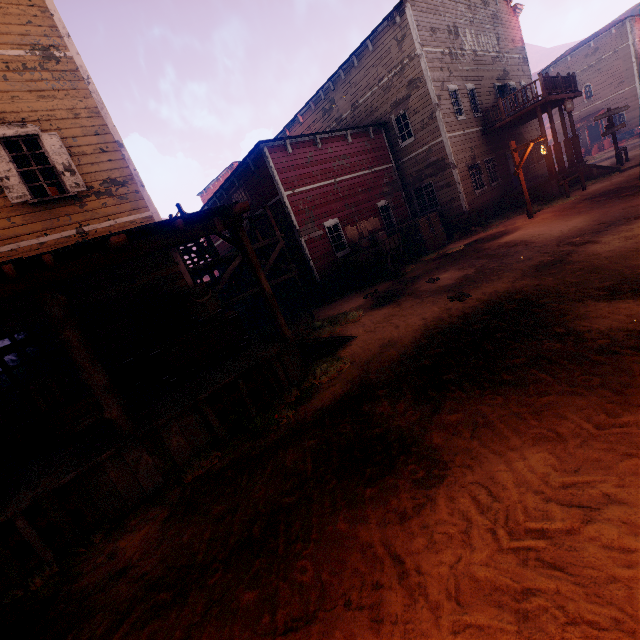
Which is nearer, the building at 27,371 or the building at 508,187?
the building at 508,187

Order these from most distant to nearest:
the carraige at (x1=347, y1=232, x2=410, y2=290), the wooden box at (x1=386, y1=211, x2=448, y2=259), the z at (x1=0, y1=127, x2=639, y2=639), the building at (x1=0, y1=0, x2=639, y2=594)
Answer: the wooden box at (x1=386, y1=211, x2=448, y2=259), the carraige at (x1=347, y1=232, x2=410, y2=290), the building at (x1=0, y1=0, x2=639, y2=594), the z at (x1=0, y1=127, x2=639, y2=639)

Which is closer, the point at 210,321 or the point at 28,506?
the point at 28,506

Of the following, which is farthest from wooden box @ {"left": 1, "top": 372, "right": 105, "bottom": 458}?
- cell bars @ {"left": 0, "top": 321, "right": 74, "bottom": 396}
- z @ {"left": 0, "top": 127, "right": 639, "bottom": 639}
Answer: z @ {"left": 0, "top": 127, "right": 639, "bottom": 639}

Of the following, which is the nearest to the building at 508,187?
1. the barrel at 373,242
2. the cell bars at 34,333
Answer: the cell bars at 34,333

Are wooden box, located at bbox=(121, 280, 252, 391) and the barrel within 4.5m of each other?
no

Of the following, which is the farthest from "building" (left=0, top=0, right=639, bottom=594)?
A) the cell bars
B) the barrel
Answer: the barrel

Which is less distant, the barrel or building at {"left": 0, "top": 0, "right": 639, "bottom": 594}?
building at {"left": 0, "top": 0, "right": 639, "bottom": 594}
